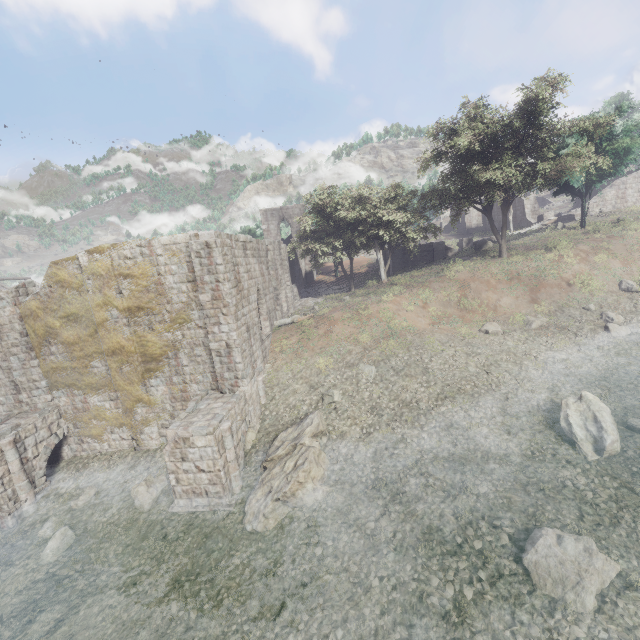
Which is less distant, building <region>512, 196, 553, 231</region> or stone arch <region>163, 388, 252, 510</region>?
stone arch <region>163, 388, 252, 510</region>

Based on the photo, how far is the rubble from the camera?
30.3m

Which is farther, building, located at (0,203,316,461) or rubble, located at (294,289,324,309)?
rubble, located at (294,289,324,309)

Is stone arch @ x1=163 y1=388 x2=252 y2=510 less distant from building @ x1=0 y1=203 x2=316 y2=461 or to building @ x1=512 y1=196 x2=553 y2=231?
building @ x1=0 y1=203 x2=316 y2=461

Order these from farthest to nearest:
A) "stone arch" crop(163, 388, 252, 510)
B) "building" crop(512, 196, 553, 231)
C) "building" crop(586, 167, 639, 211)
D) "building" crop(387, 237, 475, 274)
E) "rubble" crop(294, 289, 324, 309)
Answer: "building" crop(512, 196, 553, 231), "building" crop(387, 237, 475, 274), "building" crop(586, 167, 639, 211), "rubble" crop(294, 289, 324, 309), "stone arch" crop(163, 388, 252, 510)

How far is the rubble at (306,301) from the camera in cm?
3034

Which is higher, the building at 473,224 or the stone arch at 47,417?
the building at 473,224

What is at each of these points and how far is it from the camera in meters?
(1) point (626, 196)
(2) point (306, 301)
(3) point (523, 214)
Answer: (1) building, 34.8 m
(2) rubble, 30.9 m
(3) building, 44.0 m
